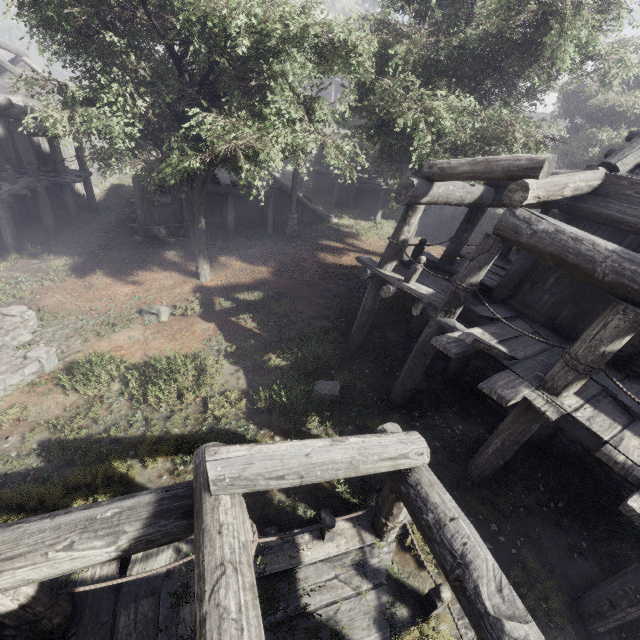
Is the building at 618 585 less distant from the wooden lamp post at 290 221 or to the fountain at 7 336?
the wooden lamp post at 290 221

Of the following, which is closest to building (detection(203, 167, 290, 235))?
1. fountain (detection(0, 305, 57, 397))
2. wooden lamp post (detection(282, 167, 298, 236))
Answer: wooden lamp post (detection(282, 167, 298, 236))

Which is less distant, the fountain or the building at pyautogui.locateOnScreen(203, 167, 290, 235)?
the fountain

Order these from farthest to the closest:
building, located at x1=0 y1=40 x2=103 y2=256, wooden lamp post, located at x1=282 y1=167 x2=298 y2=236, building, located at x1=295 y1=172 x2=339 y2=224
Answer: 1. building, located at x1=295 y1=172 x2=339 y2=224
2. wooden lamp post, located at x1=282 y1=167 x2=298 y2=236
3. building, located at x1=0 y1=40 x2=103 y2=256

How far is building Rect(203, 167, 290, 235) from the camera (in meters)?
16.80

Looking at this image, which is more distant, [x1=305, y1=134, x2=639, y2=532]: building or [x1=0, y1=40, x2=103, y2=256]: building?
[x1=0, y1=40, x2=103, y2=256]: building

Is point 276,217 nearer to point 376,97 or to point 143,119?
point 376,97

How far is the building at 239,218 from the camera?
16.8m
